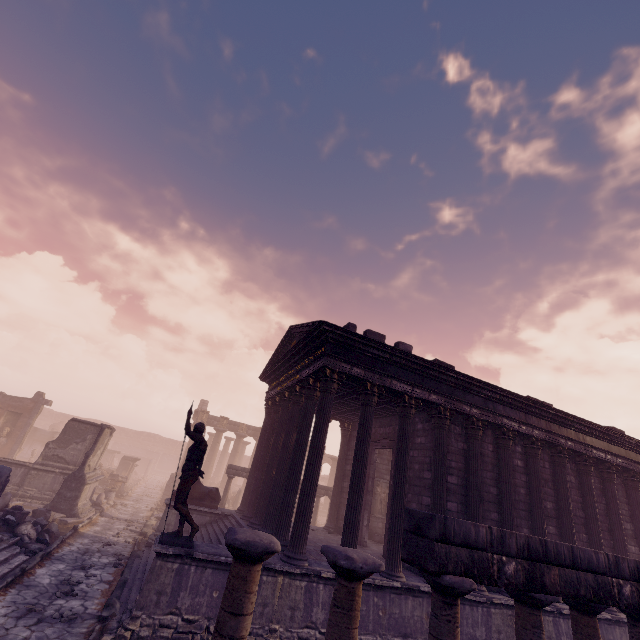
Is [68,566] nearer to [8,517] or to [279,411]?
[8,517]

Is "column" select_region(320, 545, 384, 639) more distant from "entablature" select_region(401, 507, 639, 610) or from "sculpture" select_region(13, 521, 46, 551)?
"sculpture" select_region(13, 521, 46, 551)

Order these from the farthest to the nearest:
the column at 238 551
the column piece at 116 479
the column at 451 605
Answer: the column piece at 116 479 → the column at 451 605 → the column at 238 551

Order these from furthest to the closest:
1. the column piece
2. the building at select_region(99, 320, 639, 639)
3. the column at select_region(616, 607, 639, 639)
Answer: the column piece, the building at select_region(99, 320, 639, 639), the column at select_region(616, 607, 639, 639)

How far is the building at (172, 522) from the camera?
12.5 meters

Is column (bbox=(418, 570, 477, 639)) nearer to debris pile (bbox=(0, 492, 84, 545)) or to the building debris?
the building debris

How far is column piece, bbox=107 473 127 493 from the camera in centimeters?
2177cm

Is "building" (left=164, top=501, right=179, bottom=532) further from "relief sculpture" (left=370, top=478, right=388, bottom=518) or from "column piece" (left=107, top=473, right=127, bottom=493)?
"column piece" (left=107, top=473, right=127, bottom=493)
